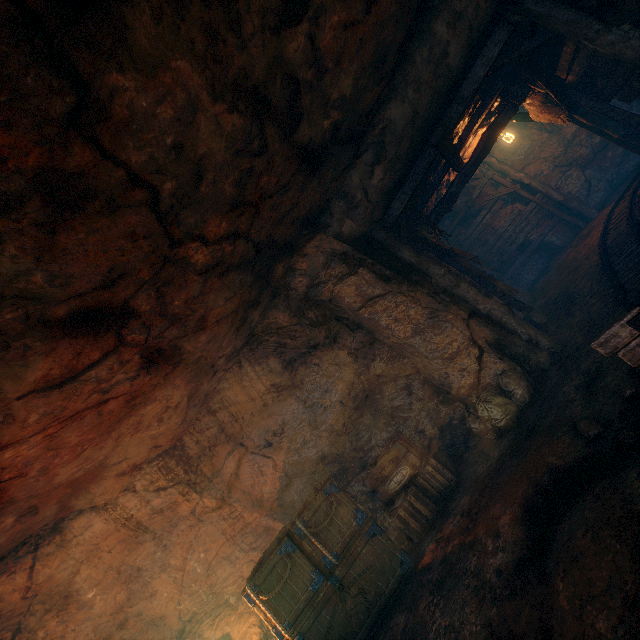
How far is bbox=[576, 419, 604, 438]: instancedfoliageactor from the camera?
3.48m

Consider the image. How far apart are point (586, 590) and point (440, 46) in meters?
7.0 m

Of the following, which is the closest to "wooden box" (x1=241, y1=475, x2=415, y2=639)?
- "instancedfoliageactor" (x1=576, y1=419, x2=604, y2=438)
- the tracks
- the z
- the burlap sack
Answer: the burlap sack

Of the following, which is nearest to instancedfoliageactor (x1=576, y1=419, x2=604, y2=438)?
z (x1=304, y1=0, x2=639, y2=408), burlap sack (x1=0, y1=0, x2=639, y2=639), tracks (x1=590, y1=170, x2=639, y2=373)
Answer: burlap sack (x1=0, y1=0, x2=639, y2=639)

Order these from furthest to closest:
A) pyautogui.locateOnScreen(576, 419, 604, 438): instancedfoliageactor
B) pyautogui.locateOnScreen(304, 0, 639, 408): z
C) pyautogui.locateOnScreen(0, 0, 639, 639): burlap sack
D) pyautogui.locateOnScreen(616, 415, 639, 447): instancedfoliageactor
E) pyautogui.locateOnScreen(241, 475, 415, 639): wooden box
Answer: pyautogui.locateOnScreen(304, 0, 639, 408): z → pyautogui.locateOnScreen(241, 475, 415, 639): wooden box → pyautogui.locateOnScreen(576, 419, 604, 438): instancedfoliageactor → pyautogui.locateOnScreen(616, 415, 639, 447): instancedfoliageactor → pyautogui.locateOnScreen(0, 0, 639, 639): burlap sack

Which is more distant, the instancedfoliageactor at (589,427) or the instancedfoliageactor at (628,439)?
the instancedfoliageactor at (589,427)

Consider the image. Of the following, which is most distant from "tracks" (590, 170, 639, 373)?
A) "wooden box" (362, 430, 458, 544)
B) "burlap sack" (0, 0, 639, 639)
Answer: "wooden box" (362, 430, 458, 544)

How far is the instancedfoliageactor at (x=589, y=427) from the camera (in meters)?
3.48
